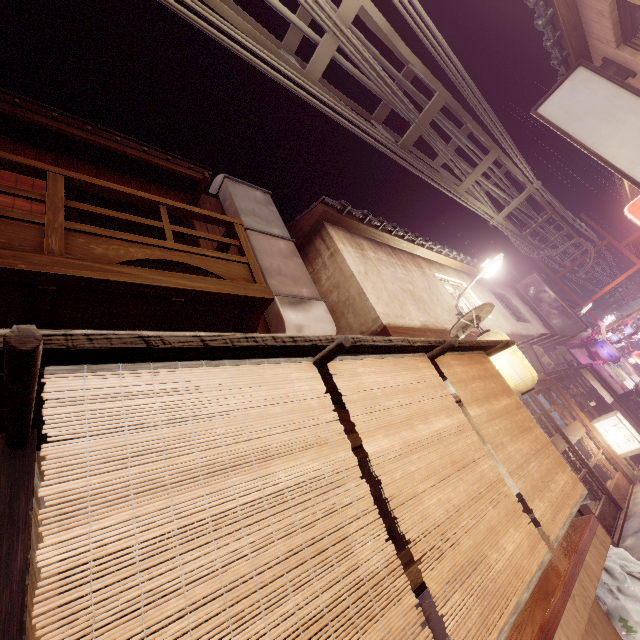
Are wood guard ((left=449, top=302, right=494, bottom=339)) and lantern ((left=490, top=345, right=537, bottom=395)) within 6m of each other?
yes

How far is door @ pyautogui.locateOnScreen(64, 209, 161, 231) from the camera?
8.1m

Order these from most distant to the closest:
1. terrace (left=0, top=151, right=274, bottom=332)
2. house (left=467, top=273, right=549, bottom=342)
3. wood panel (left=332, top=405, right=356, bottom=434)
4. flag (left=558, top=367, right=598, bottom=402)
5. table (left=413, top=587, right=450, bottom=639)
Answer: house (left=467, top=273, right=549, bottom=342), flag (left=558, top=367, right=598, bottom=402), wood panel (left=332, top=405, right=356, bottom=434), terrace (left=0, top=151, right=274, bottom=332), table (left=413, top=587, right=450, bottom=639)

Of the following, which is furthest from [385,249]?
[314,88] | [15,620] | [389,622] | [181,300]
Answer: [15,620]

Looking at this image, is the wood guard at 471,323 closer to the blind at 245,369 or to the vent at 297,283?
the vent at 297,283

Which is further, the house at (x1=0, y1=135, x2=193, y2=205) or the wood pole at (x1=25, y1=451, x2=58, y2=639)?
the house at (x1=0, y1=135, x2=193, y2=205)

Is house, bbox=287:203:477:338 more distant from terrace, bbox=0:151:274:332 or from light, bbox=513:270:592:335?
terrace, bbox=0:151:274:332

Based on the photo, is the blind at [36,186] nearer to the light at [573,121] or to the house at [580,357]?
the house at [580,357]
